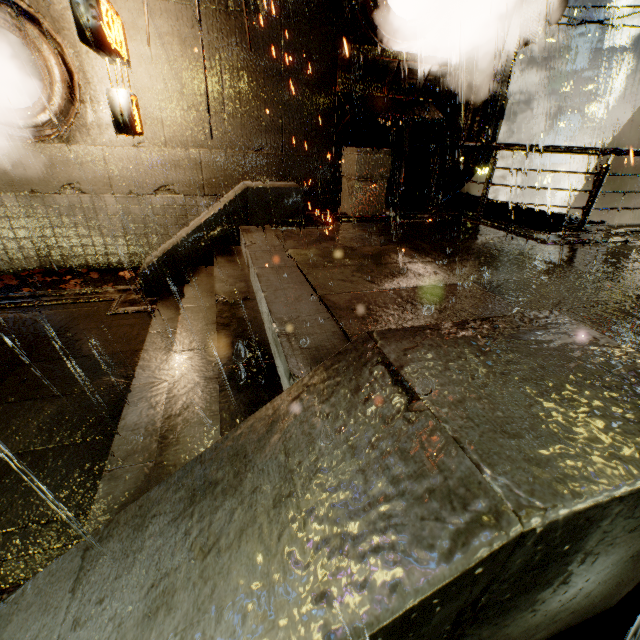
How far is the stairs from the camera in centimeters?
261cm

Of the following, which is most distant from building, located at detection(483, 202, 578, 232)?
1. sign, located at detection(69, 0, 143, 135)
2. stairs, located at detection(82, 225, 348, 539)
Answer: stairs, located at detection(82, 225, 348, 539)

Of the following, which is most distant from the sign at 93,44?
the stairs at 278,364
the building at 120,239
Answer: the stairs at 278,364

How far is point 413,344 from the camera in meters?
1.4 m

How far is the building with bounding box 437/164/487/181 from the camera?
10.35m

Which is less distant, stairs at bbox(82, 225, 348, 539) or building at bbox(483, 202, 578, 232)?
stairs at bbox(82, 225, 348, 539)

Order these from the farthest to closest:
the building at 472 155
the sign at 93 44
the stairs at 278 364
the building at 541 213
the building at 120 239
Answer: the building at 472 155 < the building at 541 213 < the building at 120 239 < the sign at 93 44 < the stairs at 278 364
